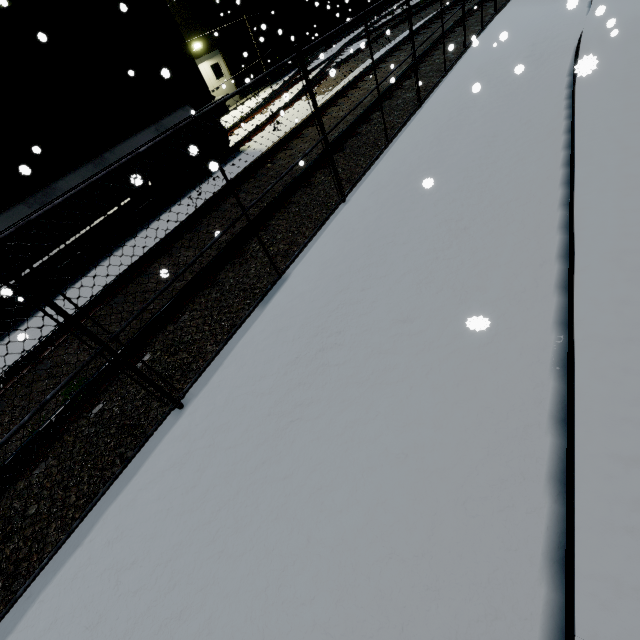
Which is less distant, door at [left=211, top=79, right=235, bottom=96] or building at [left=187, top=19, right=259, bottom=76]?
building at [left=187, top=19, right=259, bottom=76]

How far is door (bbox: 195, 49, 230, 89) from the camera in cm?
1677

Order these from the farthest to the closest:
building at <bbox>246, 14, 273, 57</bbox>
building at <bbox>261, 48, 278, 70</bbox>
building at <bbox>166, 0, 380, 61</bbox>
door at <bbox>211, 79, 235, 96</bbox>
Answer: building at <bbox>261, 48, 278, 70</bbox> → building at <bbox>246, 14, 273, 57</bbox> → door at <bbox>211, 79, 235, 96</bbox> → building at <bbox>166, 0, 380, 61</bbox>

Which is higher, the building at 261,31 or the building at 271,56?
the building at 261,31

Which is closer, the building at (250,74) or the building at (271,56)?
the building at (250,74)

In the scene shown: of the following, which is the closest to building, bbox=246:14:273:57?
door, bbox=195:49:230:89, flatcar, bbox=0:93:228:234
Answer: door, bbox=195:49:230:89

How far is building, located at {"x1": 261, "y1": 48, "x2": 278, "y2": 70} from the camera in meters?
19.4

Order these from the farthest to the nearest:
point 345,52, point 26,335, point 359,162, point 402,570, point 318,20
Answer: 1. point 318,20
2. point 345,52
3. point 359,162
4. point 26,335
5. point 402,570
